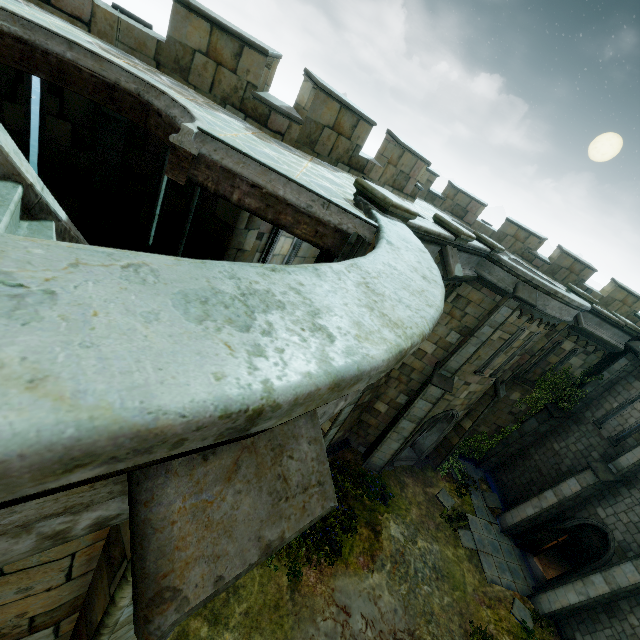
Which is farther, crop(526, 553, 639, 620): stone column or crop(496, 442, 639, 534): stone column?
crop(496, 442, 639, 534): stone column

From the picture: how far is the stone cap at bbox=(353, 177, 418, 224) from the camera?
5.3m

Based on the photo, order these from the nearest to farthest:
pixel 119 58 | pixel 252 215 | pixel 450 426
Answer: pixel 119 58, pixel 252 215, pixel 450 426

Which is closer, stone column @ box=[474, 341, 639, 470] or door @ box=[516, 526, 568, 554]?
door @ box=[516, 526, 568, 554]

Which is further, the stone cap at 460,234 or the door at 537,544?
the door at 537,544

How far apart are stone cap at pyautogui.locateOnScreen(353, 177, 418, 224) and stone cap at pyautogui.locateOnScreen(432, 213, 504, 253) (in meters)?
2.42

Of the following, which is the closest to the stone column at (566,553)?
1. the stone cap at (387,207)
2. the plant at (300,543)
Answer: the plant at (300,543)

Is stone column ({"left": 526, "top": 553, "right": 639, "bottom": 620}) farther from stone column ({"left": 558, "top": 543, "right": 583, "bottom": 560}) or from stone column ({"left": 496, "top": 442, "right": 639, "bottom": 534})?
stone column ({"left": 558, "top": 543, "right": 583, "bottom": 560})
